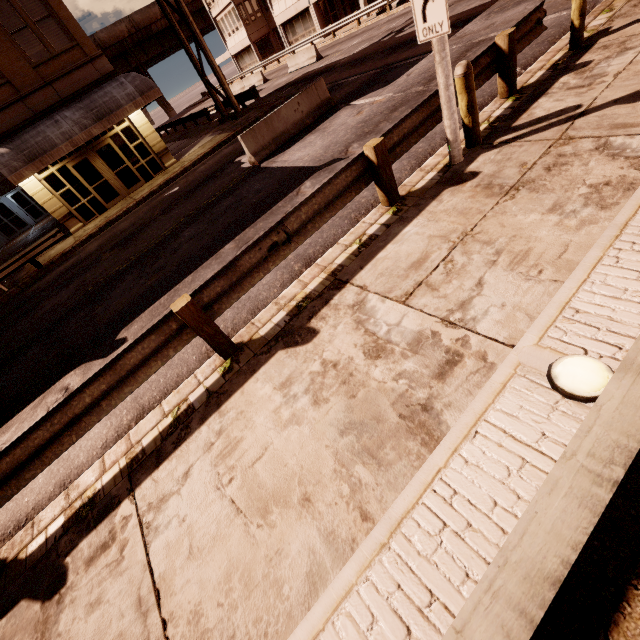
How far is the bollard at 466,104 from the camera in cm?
464

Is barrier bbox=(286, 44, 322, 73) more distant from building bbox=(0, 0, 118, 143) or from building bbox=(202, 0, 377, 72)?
building bbox=(202, 0, 377, 72)

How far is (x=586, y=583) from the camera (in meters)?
1.21

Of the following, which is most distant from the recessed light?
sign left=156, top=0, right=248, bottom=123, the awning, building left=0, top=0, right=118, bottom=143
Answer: sign left=156, top=0, right=248, bottom=123

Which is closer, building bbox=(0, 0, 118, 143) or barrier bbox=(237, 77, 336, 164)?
barrier bbox=(237, 77, 336, 164)

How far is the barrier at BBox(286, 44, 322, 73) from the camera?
24.1 meters

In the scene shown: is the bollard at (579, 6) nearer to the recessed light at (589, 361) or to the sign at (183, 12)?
the recessed light at (589, 361)

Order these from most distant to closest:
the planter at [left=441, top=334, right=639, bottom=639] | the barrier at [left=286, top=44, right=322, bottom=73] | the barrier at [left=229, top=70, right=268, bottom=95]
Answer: the barrier at [left=229, top=70, right=268, bottom=95] < the barrier at [left=286, top=44, right=322, bottom=73] < the planter at [left=441, top=334, right=639, bottom=639]
